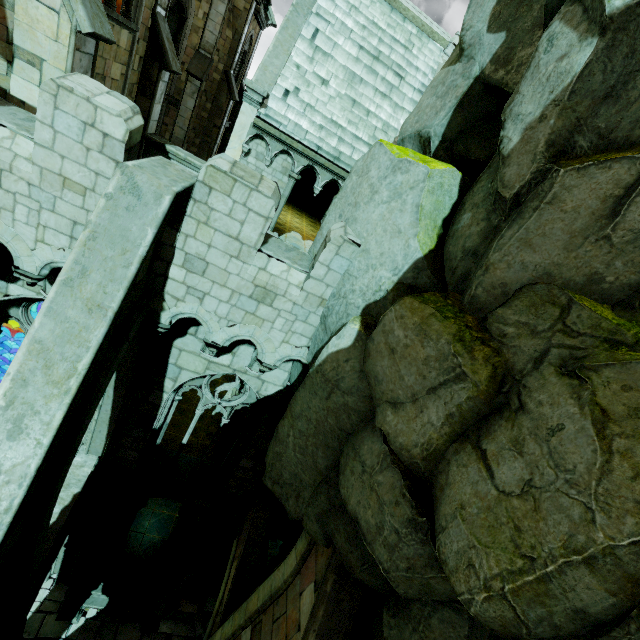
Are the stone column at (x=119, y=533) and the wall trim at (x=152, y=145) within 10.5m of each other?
no

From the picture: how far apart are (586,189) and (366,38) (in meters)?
12.63

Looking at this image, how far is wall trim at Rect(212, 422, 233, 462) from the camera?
19.27m

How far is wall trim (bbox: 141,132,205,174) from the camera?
10.23m

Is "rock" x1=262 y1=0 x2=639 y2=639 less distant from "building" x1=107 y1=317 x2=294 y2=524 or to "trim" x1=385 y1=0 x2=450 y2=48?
"building" x1=107 y1=317 x2=294 y2=524

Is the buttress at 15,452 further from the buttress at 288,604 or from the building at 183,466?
the buttress at 288,604

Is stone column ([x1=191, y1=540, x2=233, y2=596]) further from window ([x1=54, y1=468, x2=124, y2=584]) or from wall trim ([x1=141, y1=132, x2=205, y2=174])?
wall trim ([x1=141, y1=132, x2=205, y2=174])

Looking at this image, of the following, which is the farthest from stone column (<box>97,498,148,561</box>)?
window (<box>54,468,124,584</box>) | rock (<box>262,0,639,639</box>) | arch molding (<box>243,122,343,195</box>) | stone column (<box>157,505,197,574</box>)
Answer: arch molding (<box>243,122,343,195</box>)
